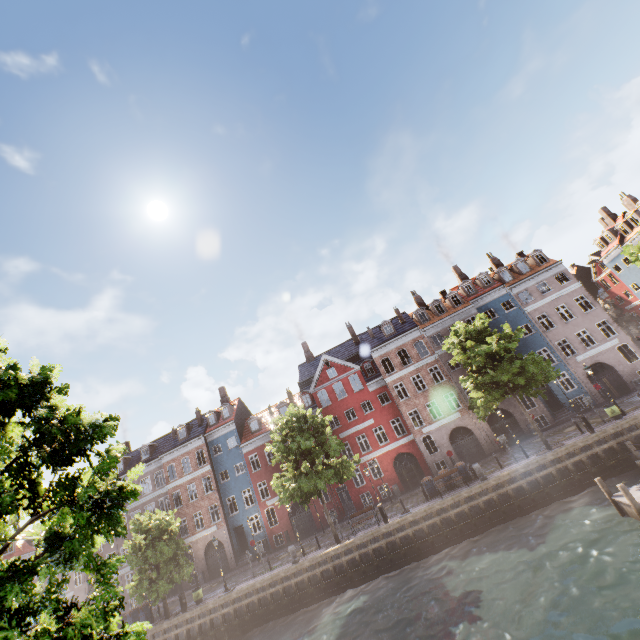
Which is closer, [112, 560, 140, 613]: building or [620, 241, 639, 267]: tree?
[620, 241, 639, 267]: tree

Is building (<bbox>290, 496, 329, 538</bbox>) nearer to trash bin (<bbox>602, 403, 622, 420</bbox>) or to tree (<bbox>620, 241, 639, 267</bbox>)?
tree (<bbox>620, 241, 639, 267</bbox>)

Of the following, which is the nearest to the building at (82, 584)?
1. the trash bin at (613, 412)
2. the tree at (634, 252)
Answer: the tree at (634, 252)

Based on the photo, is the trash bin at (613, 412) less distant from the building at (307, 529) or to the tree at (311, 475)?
the tree at (311, 475)

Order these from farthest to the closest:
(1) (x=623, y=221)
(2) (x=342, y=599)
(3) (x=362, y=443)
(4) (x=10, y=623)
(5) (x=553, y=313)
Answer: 1. (3) (x=362, y=443)
2. (1) (x=623, y=221)
3. (5) (x=553, y=313)
4. (2) (x=342, y=599)
5. (4) (x=10, y=623)

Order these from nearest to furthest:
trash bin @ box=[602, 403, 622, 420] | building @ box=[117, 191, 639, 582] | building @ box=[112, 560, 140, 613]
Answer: trash bin @ box=[602, 403, 622, 420] < building @ box=[117, 191, 639, 582] < building @ box=[112, 560, 140, 613]
